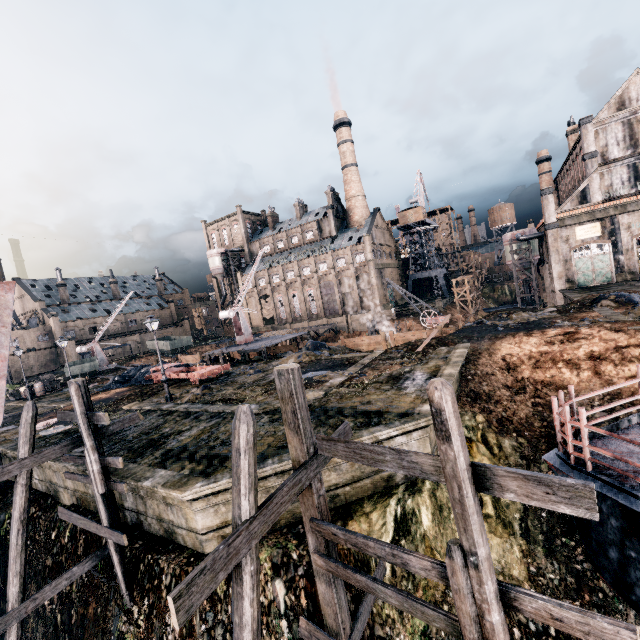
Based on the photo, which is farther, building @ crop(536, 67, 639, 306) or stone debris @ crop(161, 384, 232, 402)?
building @ crop(536, 67, 639, 306)

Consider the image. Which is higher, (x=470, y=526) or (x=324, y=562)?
(x=470, y=526)

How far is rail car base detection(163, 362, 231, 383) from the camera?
25.44m

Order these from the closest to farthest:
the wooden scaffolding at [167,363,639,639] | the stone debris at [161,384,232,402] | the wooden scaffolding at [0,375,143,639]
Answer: the wooden scaffolding at [167,363,639,639] → the wooden scaffolding at [0,375,143,639] → the stone debris at [161,384,232,402]

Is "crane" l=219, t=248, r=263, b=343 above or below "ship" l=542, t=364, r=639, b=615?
above

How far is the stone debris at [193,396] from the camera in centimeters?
2056cm

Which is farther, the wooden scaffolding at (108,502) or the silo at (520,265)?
the silo at (520,265)

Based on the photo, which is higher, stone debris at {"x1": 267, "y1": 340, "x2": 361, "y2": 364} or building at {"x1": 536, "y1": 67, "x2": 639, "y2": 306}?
building at {"x1": 536, "y1": 67, "x2": 639, "y2": 306}
